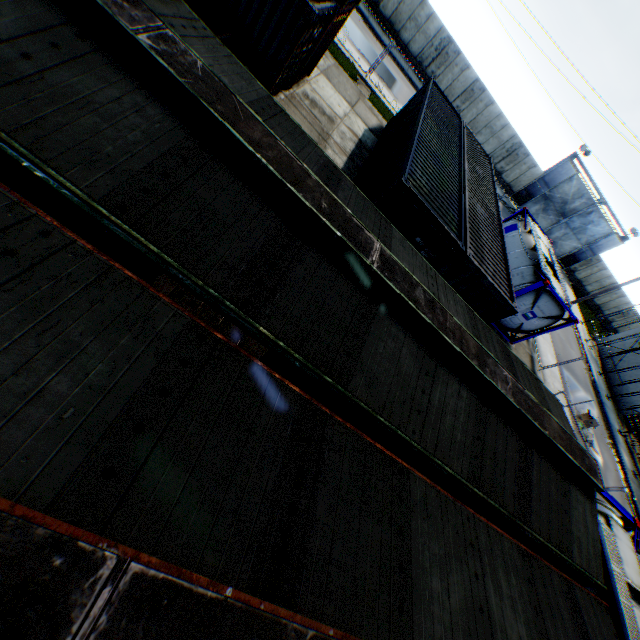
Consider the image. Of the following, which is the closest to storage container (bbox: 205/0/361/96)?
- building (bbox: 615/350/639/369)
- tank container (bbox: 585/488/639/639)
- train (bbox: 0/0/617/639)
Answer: train (bbox: 0/0/617/639)

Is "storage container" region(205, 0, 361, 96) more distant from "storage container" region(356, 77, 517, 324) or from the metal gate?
the metal gate

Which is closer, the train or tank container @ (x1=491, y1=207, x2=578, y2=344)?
the train

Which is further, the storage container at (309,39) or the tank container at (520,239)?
the tank container at (520,239)

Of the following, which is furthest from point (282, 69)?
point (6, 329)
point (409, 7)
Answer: point (409, 7)

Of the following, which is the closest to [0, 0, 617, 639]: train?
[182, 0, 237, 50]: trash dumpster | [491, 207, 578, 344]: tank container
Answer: [182, 0, 237, 50]: trash dumpster

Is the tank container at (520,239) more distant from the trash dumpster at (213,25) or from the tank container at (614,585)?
the trash dumpster at (213,25)

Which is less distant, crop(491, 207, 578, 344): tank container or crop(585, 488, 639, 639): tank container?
crop(585, 488, 639, 639): tank container
